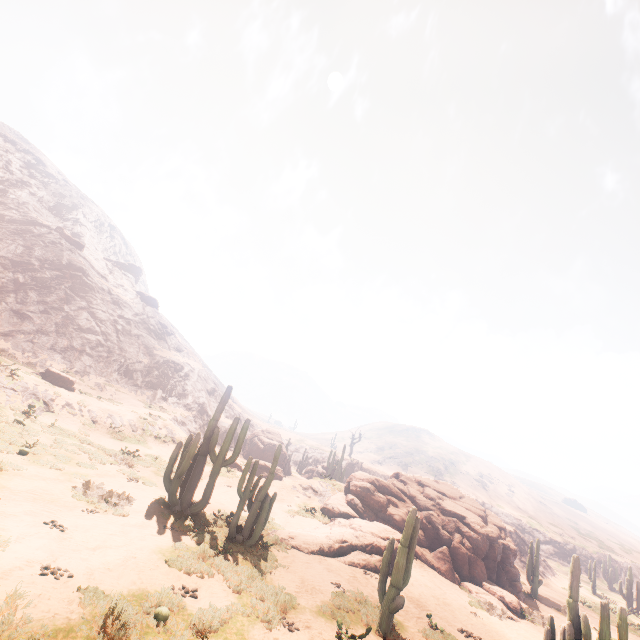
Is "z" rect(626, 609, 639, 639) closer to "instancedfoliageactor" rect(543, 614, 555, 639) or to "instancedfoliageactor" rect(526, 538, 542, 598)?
"instancedfoliageactor" rect(543, 614, 555, 639)

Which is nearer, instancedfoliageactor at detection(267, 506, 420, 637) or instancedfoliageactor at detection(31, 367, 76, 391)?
instancedfoliageactor at detection(267, 506, 420, 637)

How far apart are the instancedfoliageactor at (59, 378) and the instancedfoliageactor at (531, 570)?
35.4m

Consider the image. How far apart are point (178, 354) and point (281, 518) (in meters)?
40.58

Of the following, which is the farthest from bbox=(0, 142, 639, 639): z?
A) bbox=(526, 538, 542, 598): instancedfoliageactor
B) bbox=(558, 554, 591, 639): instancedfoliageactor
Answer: bbox=(558, 554, 591, 639): instancedfoliageactor

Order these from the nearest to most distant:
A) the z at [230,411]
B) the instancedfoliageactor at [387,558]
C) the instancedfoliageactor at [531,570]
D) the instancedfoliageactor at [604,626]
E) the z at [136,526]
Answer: the z at [136,526]
the instancedfoliageactor at [604,626]
the instancedfoliageactor at [387,558]
the instancedfoliageactor at [531,570]
the z at [230,411]

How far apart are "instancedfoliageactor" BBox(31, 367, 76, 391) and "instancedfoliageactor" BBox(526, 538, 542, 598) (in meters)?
35.45

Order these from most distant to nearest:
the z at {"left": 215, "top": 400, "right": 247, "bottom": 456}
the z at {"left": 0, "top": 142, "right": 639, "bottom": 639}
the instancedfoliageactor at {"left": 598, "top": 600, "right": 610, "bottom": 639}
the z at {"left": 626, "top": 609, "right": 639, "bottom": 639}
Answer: the z at {"left": 215, "top": 400, "right": 247, "bottom": 456} → the z at {"left": 626, "top": 609, "right": 639, "bottom": 639} → the instancedfoliageactor at {"left": 598, "top": 600, "right": 610, "bottom": 639} → the z at {"left": 0, "top": 142, "right": 639, "bottom": 639}
